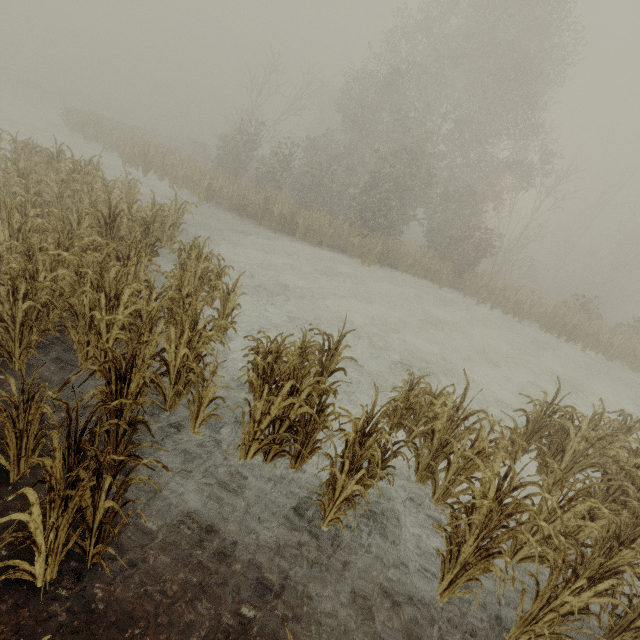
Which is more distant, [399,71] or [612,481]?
[399,71]
